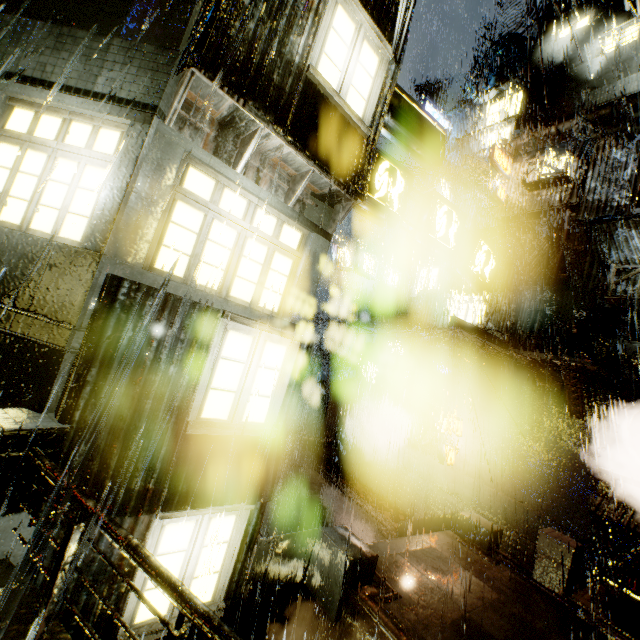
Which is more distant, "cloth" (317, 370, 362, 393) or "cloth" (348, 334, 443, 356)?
"cloth" (317, 370, 362, 393)

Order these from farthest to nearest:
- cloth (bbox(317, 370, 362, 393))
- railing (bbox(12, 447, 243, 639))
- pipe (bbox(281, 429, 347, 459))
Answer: cloth (bbox(317, 370, 362, 393)) < pipe (bbox(281, 429, 347, 459)) < railing (bbox(12, 447, 243, 639))

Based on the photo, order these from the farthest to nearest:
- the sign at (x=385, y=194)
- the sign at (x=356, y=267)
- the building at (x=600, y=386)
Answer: the sign at (x=356, y=267)
the building at (x=600, y=386)
the sign at (x=385, y=194)

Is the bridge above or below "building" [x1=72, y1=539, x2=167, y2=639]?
below

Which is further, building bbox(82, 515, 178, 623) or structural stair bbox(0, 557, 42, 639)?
building bbox(82, 515, 178, 623)

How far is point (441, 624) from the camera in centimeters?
657cm

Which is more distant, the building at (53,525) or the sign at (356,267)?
the sign at (356,267)

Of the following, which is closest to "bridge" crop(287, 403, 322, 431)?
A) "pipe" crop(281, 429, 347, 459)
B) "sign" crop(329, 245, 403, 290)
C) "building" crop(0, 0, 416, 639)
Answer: "building" crop(0, 0, 416, 639)
